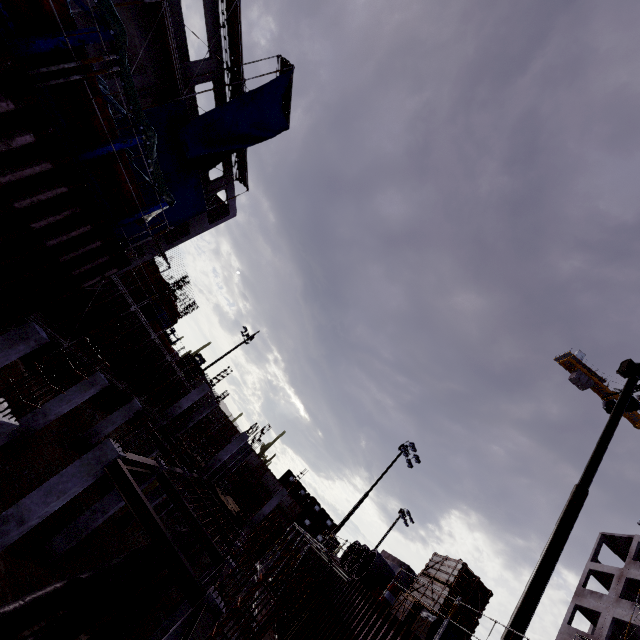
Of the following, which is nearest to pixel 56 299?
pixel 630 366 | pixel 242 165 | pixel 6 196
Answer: pixel 6 196

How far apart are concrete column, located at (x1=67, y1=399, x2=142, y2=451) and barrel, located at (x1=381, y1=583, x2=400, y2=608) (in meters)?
15.72

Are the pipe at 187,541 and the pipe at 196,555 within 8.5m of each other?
yes

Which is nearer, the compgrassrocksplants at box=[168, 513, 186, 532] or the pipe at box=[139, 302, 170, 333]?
the compgrassrocksplants at box=[168, 513, 186, 532]

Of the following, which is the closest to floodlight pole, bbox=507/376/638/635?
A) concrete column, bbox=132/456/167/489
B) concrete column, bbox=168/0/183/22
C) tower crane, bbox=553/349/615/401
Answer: concrete column, bbox=132/456/167/489

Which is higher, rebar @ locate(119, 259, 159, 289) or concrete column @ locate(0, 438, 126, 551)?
rebar @ locate(119, 259, 159, 289)

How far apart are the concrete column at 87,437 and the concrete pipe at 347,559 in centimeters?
1469cm

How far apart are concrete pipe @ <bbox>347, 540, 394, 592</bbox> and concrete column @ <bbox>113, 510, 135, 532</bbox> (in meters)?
9.89
